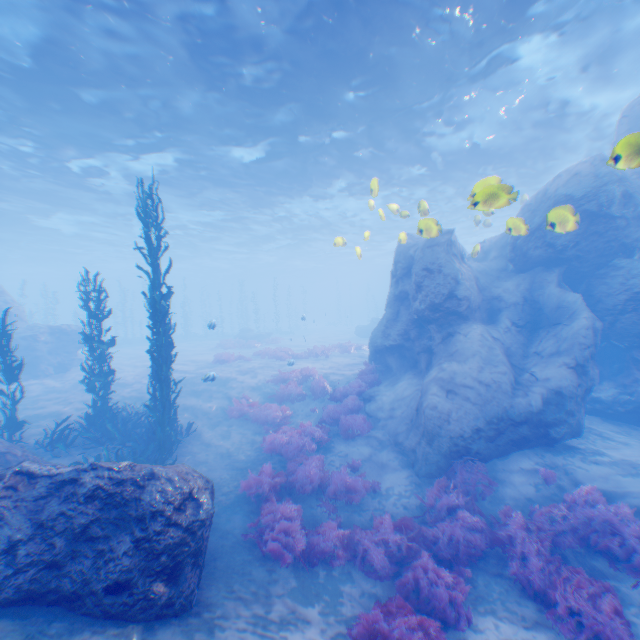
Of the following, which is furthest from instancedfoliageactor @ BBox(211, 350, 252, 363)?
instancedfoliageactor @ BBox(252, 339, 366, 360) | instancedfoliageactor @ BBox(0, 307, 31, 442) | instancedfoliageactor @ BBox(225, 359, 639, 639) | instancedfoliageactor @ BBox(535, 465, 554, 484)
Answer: instancedfoliageactor @ BBox(535, 465, 554, 484)

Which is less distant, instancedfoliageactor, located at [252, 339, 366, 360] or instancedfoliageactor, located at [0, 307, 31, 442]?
instancedfoliageactor, located at [0, 307, 31, 442]

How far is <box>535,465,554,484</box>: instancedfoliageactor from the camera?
8.36m

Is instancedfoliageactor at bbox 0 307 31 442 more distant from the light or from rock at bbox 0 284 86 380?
the light

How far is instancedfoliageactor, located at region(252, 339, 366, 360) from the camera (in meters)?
22.53

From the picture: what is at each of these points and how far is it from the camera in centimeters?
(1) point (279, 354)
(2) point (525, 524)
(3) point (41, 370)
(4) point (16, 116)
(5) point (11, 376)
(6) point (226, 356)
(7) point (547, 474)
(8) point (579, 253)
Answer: (1) instancedfoliageactor, 2241cm
(2) instancedfoliageactor, 756cm
(3) rock, 1941cm
(4) light, 1447cm
(5) instancedfoliageactor, 938cm
(6) instancedfoliageactor, 2192cm
(7) instancedfoliageactor, 841cm
(8) rock, 1151cm

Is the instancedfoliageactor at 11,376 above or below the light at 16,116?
below

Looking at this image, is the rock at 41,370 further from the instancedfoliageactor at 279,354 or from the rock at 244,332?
the rock at 244,332
